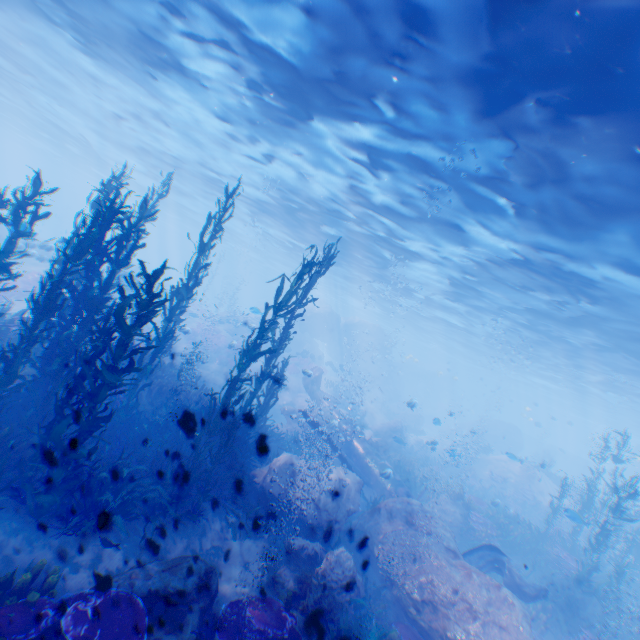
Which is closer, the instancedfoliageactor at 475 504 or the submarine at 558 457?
the instancedfoliageactor at 475 504

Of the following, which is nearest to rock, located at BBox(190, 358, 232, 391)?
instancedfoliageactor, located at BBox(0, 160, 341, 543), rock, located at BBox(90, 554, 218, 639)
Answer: instancedfoliageactor, located at BBox(0, 160, 341, 543)

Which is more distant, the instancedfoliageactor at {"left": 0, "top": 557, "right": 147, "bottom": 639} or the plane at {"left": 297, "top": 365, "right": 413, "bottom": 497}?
the plane at {"left": 297, "top": 365, "right": 413, "bottom": 497}

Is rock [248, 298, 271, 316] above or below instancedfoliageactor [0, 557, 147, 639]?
above

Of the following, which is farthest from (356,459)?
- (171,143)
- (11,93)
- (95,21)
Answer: (11,93)

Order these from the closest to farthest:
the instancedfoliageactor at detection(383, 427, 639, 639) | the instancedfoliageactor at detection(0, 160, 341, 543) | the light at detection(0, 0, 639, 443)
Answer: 1. the instancedfoliageactor at detection(0, 160, 341, 543)
2. the light at detection(0, 0, 639, 443)
3. the instancedfoliageactor at detection(383, 427, 639, 639)

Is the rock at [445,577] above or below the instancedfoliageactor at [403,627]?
above
